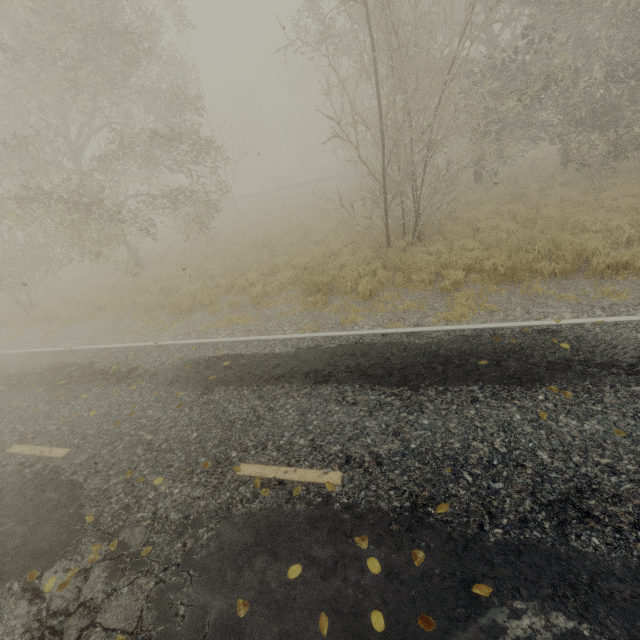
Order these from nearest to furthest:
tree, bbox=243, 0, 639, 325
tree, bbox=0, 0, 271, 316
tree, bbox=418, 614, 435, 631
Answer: tree, bbox=418, 614, 435, 631
tree, bbox=243, 0, 639, 325
tree, bbox=0, 0, 271, 316

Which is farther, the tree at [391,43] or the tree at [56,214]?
the tree at [56,214]

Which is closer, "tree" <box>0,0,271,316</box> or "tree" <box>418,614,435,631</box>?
"tree" <box>418,614,435,631</box>

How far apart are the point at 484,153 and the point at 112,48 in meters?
14.6

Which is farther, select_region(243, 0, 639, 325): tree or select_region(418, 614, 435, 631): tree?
select_region(243, 0, 639, 325): tree

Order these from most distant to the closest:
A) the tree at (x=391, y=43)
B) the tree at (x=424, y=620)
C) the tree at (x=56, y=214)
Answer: the tree at (x=56, y=214)
the tree at (x=391, y=43)
the tree at (x=424, y=620)

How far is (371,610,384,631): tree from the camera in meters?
2.8 m
